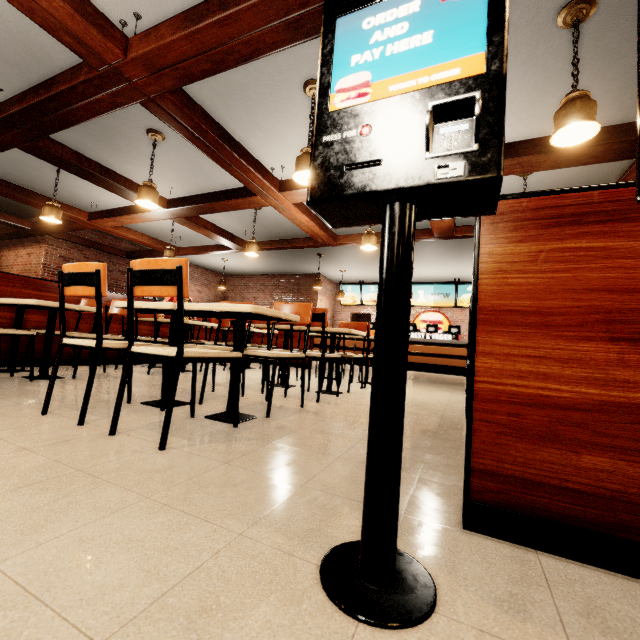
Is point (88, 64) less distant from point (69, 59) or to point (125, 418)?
point (69, 59)
